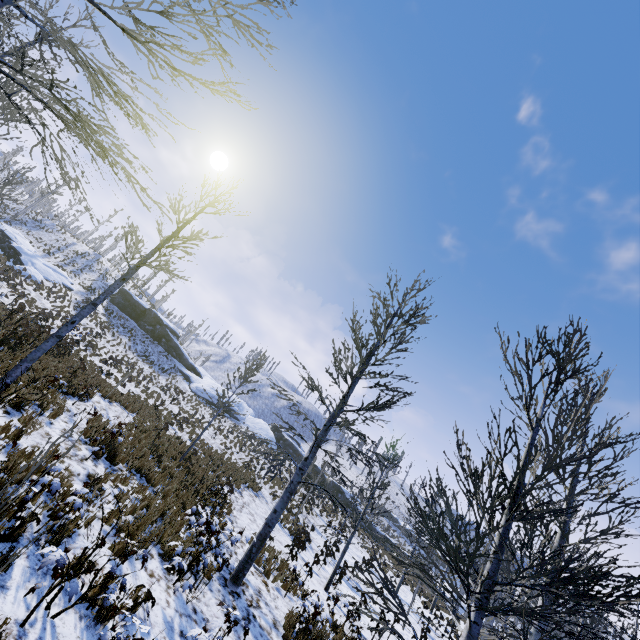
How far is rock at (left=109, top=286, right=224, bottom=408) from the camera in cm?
4129

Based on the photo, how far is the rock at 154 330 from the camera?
41.3 meters

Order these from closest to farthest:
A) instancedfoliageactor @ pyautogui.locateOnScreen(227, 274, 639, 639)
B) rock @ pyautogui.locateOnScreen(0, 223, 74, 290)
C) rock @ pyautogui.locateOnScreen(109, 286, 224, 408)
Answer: instancedfoliageactor @ pyautogui.locateOnScreen(227, 274, 639, 639), rock @ pyautogui.locateOnScreen(0, 223, 74, 290), rock @ pyautogui.locateOnScreen(109, 286, 224, 408)

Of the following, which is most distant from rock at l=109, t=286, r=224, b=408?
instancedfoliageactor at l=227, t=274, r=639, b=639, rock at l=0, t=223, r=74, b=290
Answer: instancedfoliageactor at l=227, t=274, r=639, b=639

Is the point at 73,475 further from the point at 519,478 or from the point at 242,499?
the point at 242,499

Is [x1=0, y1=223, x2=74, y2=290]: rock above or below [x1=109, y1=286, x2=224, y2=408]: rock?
below

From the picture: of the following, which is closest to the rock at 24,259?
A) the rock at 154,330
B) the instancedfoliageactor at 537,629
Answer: the rock at 154,330
